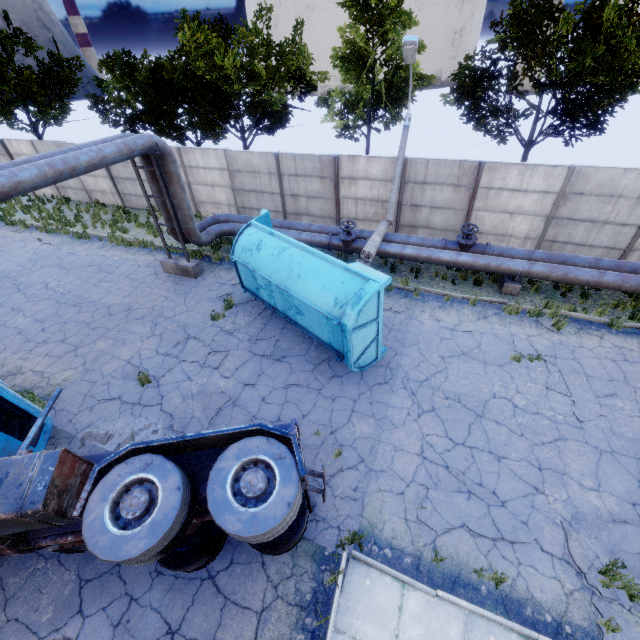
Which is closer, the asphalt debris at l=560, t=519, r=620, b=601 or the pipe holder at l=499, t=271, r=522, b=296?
the asphalt debris at l=560, t=519, r=620, b=601

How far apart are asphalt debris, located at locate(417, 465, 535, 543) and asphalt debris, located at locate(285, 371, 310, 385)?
3.49m

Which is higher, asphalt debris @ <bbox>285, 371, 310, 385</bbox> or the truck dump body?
the truck dump body

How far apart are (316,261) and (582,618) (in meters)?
8.70

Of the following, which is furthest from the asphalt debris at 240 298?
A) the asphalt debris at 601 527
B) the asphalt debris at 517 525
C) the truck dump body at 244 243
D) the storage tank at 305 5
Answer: the storage tank at 305 5

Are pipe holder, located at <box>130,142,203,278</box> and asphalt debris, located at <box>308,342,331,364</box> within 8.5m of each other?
yes

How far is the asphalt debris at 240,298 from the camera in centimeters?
1206cm

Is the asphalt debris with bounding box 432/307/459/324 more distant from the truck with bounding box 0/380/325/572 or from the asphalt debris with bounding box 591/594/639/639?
the truck with bounding box 0/380/325/572
